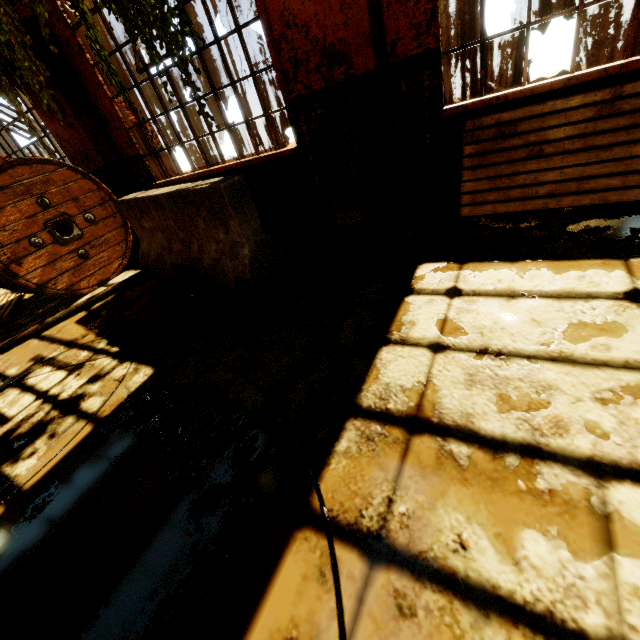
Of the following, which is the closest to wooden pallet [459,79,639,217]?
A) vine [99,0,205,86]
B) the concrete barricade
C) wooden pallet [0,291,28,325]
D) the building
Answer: the building

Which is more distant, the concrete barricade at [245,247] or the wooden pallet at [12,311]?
the wooden pallet at [12,311]

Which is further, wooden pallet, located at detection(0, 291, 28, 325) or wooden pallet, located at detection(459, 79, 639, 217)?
wooden pallet, located at detection(0, 291, 28, 325)

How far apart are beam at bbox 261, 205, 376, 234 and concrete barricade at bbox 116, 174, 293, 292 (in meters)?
0.85

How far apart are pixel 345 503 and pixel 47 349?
4.1m

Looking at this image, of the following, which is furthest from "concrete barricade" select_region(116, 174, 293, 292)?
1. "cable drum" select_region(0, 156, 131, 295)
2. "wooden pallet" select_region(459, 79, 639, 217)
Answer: "wooden pallet" select_region(459, 79, 639, 217)

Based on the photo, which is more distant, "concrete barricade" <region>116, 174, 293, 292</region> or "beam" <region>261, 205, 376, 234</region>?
"beam" <region>261, 205, 376, 234</region>

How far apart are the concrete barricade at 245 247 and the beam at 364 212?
0.8 meters
